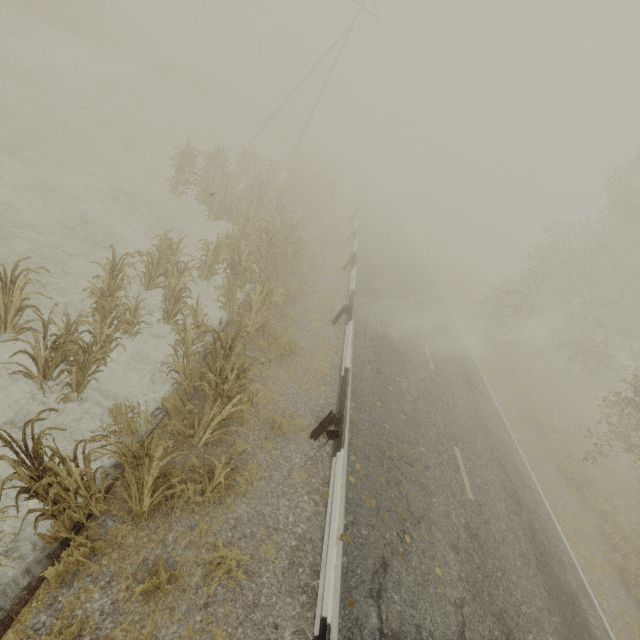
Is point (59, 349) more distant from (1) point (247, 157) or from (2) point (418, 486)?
(1) point (247, 157)

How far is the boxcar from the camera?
47.9m

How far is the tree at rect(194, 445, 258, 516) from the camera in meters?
4.5

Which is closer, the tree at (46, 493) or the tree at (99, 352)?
the tree at (46, 493)

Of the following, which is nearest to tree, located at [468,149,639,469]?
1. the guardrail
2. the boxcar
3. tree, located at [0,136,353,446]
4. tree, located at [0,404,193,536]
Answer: the guardrail

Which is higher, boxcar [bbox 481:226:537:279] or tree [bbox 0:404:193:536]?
boxcar [bbox 481:226:537:279]

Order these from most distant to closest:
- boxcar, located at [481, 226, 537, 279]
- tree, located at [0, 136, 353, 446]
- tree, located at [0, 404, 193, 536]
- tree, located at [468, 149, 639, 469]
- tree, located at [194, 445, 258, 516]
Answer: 1. boxcar, located at [481, 226, 537, 279]
2. tree, located at [468, 149, 639, 469]
3. tree, located at [0, 136, 353, 446]
4. tree, located at [194, 445, 258, 516]
5. tree, located at [0, 404, 193, 536]

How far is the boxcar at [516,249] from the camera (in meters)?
47.94
